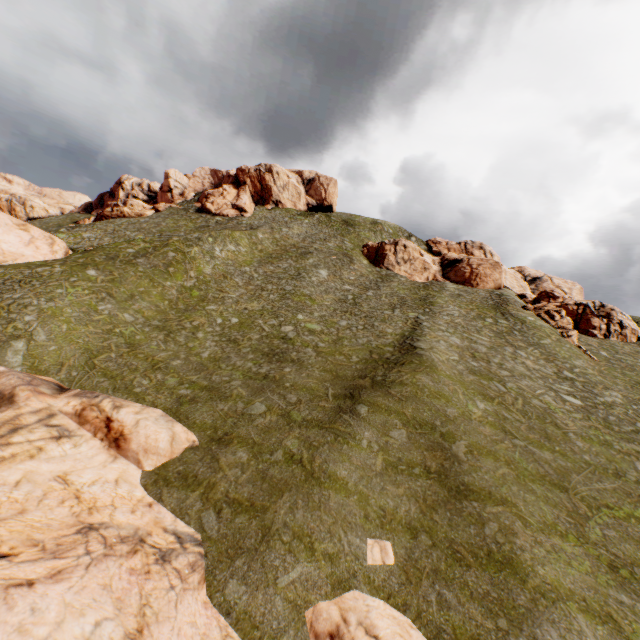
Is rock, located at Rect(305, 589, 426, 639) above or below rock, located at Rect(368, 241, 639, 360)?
below

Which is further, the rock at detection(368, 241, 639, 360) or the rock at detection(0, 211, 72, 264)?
the rock at detection(368, 241, 639, 360)

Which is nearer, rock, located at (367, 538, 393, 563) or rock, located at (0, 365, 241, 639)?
rock, located at (0, 365, 241, 639)

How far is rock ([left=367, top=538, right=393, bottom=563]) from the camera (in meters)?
11.95

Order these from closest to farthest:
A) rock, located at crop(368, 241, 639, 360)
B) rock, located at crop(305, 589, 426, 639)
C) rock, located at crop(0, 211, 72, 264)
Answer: rock, located at crop(305, 589, 426, 639)
rock, located at crop(0, 211, 72, 264)
rock, located at crop(368, 241, 639, 360)

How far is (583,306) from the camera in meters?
43.8 m

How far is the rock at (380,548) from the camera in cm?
1195

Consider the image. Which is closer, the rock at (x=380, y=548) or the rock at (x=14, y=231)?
the rock at (x=380, y=548)
